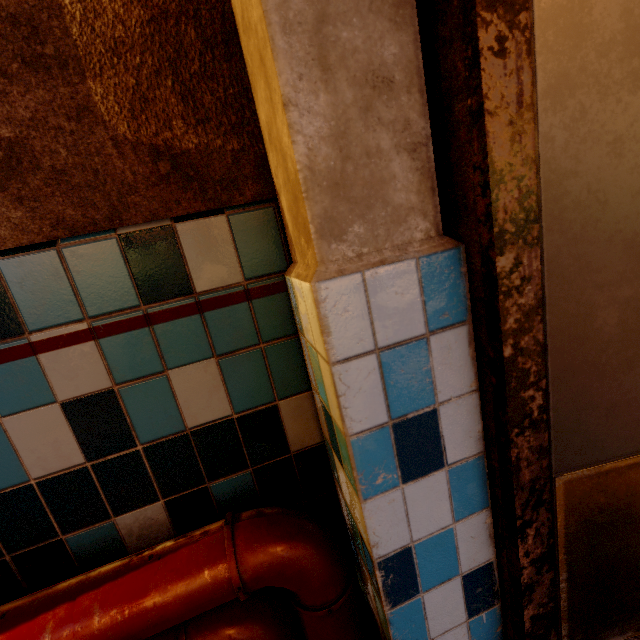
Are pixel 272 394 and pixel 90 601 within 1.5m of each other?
yes
